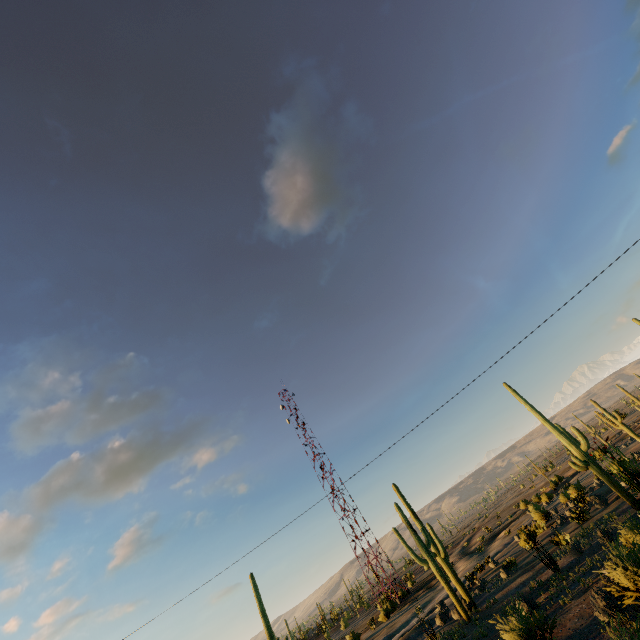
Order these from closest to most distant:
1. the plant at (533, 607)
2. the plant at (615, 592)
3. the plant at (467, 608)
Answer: the plant at (615, 592)
the plant at (533, 607)
the plant at (467, 608)

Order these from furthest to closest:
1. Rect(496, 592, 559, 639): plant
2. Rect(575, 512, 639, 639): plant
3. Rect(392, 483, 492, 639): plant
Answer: Rect(392, 483, 492, 639): plant
Rect(496, 592, 559, 639): plant
Rect(575, 512, 639, 639): plant

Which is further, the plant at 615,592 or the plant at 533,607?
the plant at 533,607

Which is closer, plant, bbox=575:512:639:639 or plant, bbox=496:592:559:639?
plant, bbox=575:512:639:639

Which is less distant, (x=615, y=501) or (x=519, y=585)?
(x=519, y=585)
